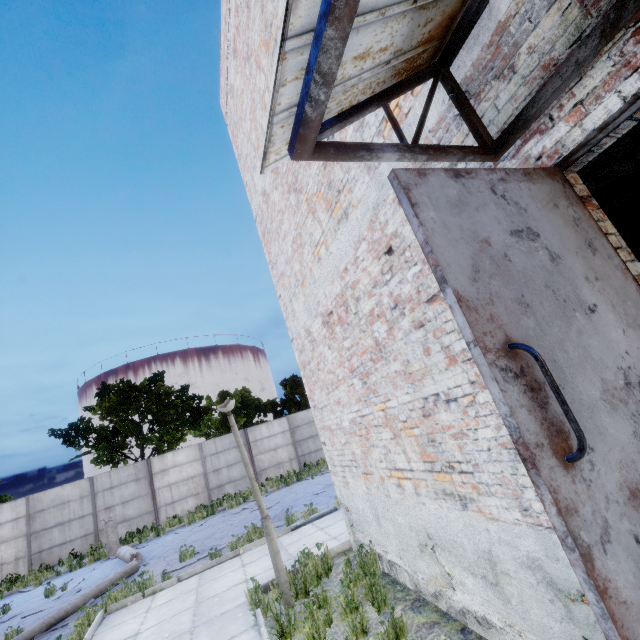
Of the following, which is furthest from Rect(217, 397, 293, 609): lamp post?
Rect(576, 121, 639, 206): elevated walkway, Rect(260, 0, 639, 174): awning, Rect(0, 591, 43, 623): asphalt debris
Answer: A: Rect(0, 591, 43, 623): asphalt debris

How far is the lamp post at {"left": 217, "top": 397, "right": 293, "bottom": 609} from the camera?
5.02m

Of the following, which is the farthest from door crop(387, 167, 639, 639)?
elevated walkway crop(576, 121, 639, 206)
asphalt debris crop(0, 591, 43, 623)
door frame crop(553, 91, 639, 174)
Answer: asphalt debris crop(0, 591, 43, 623)

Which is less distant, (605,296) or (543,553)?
(605,296)

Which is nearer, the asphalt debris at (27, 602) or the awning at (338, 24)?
the awning at (338, 24)

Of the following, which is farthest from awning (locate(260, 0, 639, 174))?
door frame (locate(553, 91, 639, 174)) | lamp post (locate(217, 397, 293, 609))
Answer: lamp post (locate(217, 397, 293, 609))

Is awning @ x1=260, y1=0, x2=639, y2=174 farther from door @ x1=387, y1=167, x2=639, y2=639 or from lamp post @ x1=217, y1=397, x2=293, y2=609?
lamp post @ x1=217, y1=397, x2=293, y2=609

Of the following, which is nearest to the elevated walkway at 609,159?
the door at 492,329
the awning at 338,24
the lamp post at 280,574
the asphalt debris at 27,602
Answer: the awning at 338,24
